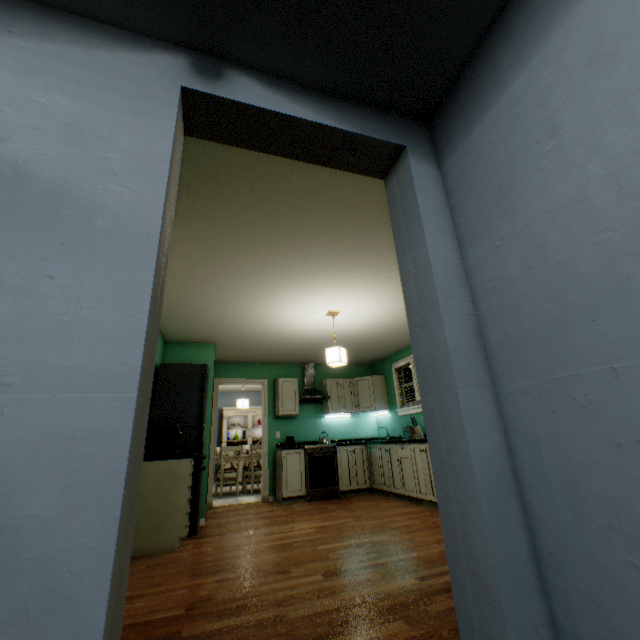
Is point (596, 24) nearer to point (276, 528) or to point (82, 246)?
point (82, 246)

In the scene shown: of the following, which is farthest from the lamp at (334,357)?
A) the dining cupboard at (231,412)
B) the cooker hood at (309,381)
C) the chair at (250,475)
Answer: the dining cupboard at (231,412)

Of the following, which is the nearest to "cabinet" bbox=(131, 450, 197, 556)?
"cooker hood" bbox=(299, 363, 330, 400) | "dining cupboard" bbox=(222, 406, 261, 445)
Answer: "cooker hood" bbox=(299, 363, 330, 400)

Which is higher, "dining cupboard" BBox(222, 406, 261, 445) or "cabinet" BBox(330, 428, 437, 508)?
"dining cupboard" BBox(222, 406, 261, 445)

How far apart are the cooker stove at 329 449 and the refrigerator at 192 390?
1.9m

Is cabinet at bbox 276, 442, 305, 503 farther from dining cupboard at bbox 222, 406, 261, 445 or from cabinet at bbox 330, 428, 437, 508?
dining cupboard at bbox 222, 406, 261, 445

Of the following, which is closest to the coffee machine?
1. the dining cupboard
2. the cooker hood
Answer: the cooker hood

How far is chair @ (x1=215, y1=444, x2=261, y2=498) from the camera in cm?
656
